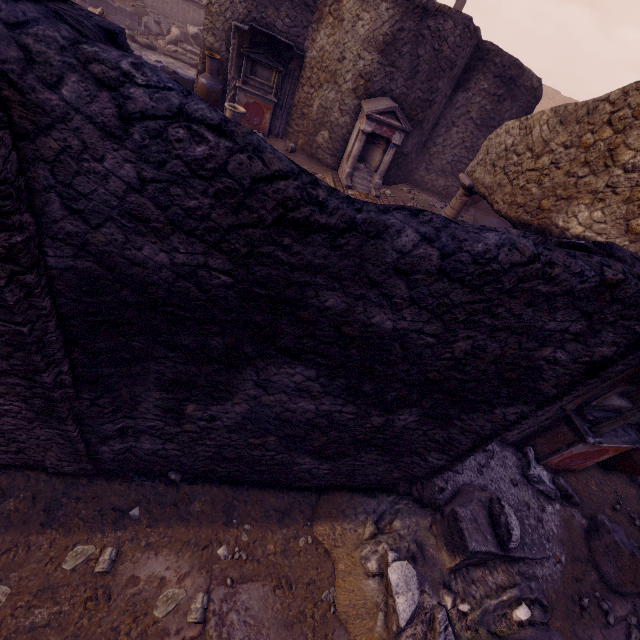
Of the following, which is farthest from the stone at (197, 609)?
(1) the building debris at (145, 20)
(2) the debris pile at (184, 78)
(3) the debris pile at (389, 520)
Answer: (1) the building debris at (145, 20)

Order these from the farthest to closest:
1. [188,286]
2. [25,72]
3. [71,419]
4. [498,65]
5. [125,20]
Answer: [125,20]
[498,65]
[71,419]
[188,286]
[25,72]

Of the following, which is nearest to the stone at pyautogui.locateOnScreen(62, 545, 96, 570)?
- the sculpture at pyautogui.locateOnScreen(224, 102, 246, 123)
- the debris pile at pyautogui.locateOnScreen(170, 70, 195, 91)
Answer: the sculpture at pyautogui.locateOnScreen(224, 102, 246, 123)

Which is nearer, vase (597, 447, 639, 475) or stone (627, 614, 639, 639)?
stone (627, 614, 639, 639)

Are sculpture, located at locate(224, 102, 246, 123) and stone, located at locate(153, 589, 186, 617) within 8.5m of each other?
yes

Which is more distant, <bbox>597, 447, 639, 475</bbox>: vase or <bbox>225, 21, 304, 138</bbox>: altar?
<bbox>225, 21, 304, 138</bbox>: altar

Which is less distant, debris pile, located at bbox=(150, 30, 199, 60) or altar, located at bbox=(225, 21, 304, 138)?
altar, located at bbox=(225, 21, 304, 138)

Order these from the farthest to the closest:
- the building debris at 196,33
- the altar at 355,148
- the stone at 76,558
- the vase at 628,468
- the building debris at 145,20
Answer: the building debris at 196,33 < the building debris at 145,20 < the altar at 355,148 < the vase at 628,468 < the stone at 76,558
